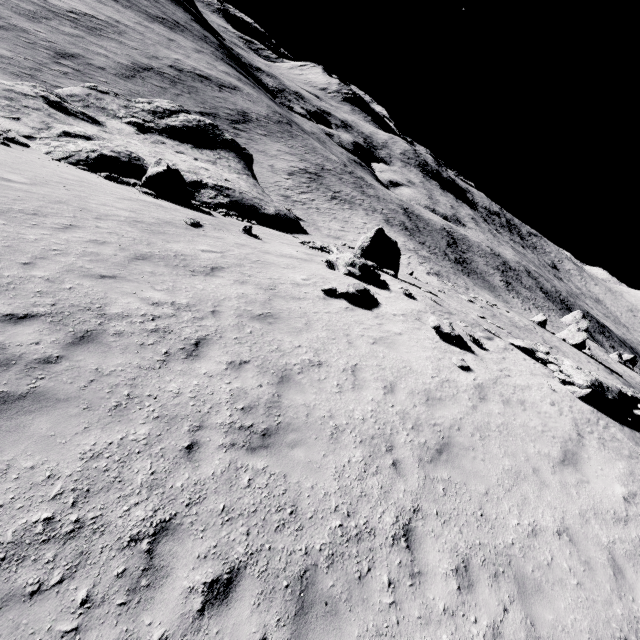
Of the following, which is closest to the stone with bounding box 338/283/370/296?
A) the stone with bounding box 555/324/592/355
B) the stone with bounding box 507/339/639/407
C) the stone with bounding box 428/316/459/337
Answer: the stone with bounding box 428/316/459/337

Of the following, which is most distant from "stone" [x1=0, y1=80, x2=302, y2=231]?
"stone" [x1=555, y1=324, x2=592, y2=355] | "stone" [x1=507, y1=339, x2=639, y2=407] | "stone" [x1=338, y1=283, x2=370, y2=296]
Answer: "stone" [x1=555, y1=324, x2=592, y2=355]

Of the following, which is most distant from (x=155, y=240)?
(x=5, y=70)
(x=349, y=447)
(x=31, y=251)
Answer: (x=5, y=70)

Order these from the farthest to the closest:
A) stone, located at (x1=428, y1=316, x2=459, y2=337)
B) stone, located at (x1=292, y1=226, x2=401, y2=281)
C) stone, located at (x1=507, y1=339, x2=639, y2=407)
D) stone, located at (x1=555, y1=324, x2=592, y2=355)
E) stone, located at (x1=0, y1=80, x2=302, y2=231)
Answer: stone, located at (x1=555, y1=324, x2=592, y2=355) → stone, located at (x1=0, y1=80, x2=302, y2=231) → stone, located at (x1=292, y1=226, x2=401, y2=281) → stone, located at (x1=428, y1=316, x2=459, y2=337) → stone, located at (x1=507, y1=339, x2=639, y2=407)

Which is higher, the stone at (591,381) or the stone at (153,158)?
the stone at (591,381)

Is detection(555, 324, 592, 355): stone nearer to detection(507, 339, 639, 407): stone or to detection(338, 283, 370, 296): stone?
detection(507, 339, 639, 407): stone

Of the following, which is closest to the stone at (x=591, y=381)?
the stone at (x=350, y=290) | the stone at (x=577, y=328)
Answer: the stone at (x=350, y=290)

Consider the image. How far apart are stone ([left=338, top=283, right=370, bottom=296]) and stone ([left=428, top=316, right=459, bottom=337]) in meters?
2.7
